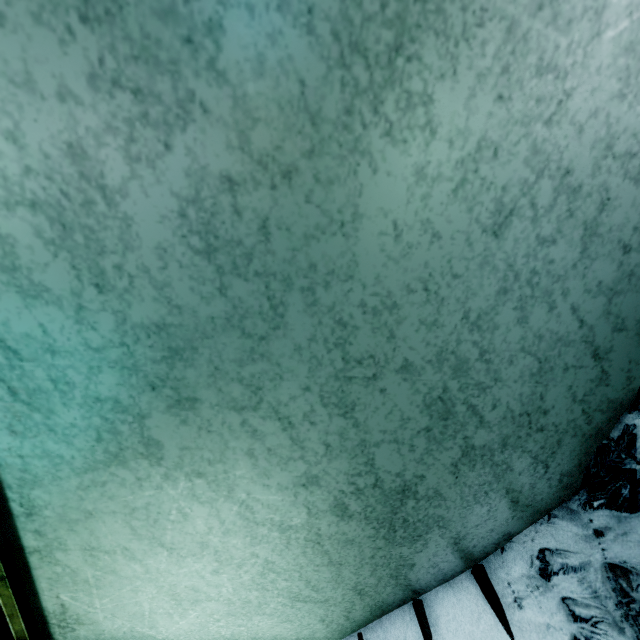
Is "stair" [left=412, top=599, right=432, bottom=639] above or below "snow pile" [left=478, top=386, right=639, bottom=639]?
below

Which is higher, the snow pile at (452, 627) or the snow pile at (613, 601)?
the snow pile at (613, 601)

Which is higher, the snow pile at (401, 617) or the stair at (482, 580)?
the stair at (482, 580)

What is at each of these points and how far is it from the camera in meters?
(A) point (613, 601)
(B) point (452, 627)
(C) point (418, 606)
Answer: (A) snow pile, 0.7
(B) snow pile, 0.9
(C) stair, 0.9

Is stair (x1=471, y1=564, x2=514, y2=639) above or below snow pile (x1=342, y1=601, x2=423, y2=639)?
above

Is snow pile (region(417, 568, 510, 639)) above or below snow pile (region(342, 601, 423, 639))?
above
